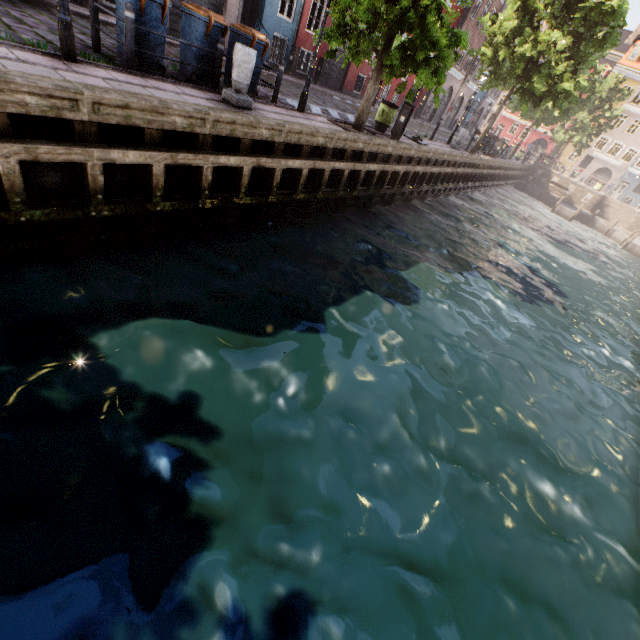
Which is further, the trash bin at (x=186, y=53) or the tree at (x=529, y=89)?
the tree at (x=529, y=89)

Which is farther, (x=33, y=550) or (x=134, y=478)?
(x=134, y=478)

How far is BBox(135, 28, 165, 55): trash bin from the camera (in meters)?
6.45

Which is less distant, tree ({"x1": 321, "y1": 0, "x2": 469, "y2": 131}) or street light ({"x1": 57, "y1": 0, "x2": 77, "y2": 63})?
street light ({"x1": 57, "y1": 0, "x2": 77, "y2": 63})

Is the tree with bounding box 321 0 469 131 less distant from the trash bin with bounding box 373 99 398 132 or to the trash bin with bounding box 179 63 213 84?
the trash bin with bounding box 373 99 398 132

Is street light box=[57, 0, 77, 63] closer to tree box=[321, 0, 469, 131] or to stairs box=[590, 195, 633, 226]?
tree box=[321, 0, 469, 131]

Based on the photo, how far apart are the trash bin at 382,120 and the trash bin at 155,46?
8.15m

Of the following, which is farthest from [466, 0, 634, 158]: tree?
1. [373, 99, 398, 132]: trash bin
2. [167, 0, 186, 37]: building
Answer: [167, 0, 186, 37]: building
